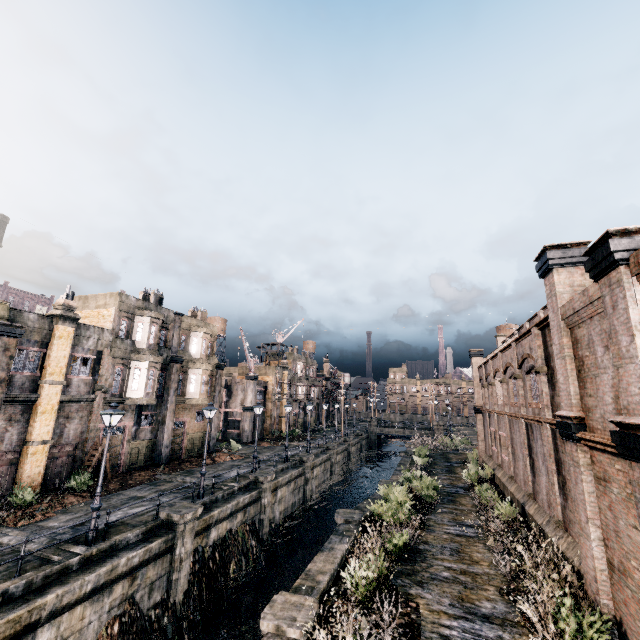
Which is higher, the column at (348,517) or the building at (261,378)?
the building at (261,378)

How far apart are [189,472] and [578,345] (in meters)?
28.19

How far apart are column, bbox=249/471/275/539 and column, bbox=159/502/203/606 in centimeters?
699cm

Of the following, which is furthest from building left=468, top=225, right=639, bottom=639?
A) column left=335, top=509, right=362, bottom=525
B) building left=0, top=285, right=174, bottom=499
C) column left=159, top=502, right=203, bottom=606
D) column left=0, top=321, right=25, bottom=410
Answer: column left=0, top=321, right=25, bottom=410

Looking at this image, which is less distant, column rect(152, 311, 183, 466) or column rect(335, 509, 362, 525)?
column rect(335, 509, 362, 525)

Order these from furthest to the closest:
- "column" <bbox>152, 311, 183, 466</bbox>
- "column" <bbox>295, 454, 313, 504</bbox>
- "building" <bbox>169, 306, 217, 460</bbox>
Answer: "column" <bbox>295, 454, 313, 504</bbox> → "building" <bbox>169, 306, 217, 460</bbox> → "column" <bbox>152, 311, 183, 466</bbox>

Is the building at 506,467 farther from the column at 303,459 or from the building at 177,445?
the building at 177,445

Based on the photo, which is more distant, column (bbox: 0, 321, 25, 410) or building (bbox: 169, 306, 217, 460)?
building (bbox: 169, 306, 217, 460)
